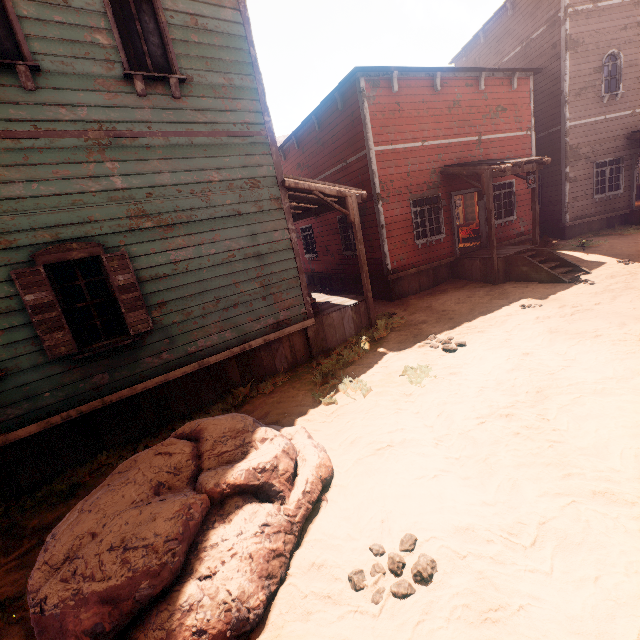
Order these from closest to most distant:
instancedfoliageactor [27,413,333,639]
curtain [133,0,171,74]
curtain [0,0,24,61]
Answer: instancedfoliageactor [27,413,333,639], curtain [0,0,24,61], curtain [133,0,171,74]

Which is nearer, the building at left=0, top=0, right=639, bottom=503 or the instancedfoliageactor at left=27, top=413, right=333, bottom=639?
the instancedfoliageactor at left=27, top=413, right=333, bottom=639

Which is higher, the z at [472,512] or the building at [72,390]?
the building at [72,390]

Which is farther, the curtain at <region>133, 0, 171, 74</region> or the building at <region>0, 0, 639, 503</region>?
the curtain at <region>133, 0, 171, 74</region>

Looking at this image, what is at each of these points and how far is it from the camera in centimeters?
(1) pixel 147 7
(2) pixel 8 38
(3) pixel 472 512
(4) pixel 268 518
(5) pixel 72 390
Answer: (1) curtain, 530cm
(2) curtain, 444cm
(3) z, 318cm
(4) instancedfoliageactor, 310cm
(5) building, 510cm

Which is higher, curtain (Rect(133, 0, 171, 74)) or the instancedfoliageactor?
curtain (Rect(133, 0, 171, 74))

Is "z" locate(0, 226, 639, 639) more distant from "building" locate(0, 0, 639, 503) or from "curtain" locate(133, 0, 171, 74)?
"curtain" locate(133, 0, 171, 74)

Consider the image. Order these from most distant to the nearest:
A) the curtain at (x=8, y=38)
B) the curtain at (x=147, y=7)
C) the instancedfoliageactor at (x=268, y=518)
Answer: the curtain at (x=147, y=7) → the curtain at (x=8, y=38) → the instancedfoliageactor at (x=268, y=518)
